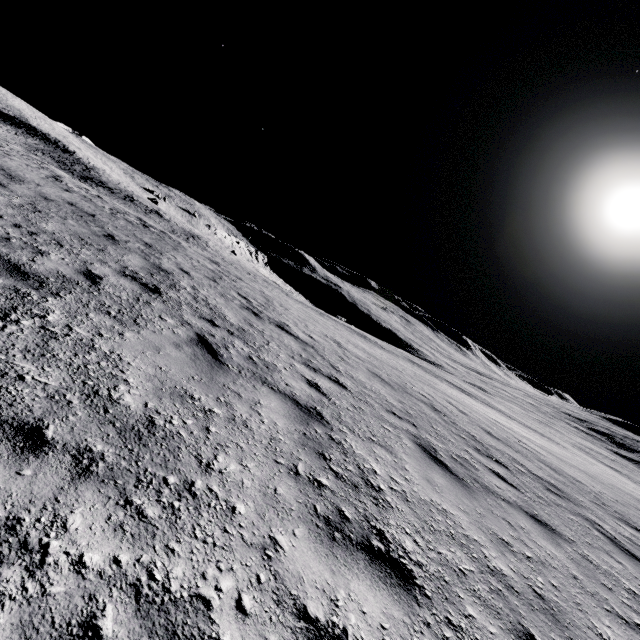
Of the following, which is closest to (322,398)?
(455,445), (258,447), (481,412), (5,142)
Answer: (258,447)
